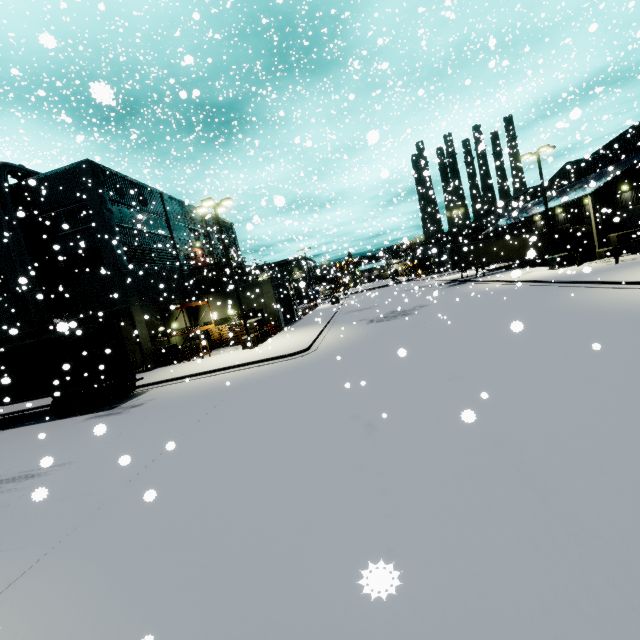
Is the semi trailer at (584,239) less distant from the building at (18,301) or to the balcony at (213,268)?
the building at (18,301)

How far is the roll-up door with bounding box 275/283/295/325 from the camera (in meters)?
31.46

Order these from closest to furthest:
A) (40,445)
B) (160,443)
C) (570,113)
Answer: (570,113) < (160,443) < (40,445)

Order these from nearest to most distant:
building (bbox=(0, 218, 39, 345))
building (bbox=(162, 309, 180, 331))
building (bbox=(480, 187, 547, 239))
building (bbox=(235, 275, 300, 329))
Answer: building (bbox=(0, 218, 39, 345)) → building (bbox=(162, 309, 180, 331)) → building (bbox=(235, 275, 300, 329)) → building (bbox=(480, 187, 547, 239))

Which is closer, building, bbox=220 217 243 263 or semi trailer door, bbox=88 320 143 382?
semi trailer door, bbox=88 320 143 382

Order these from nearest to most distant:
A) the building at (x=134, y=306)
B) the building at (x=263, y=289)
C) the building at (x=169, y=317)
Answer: the building at (x=134, y=306) → the building at (x=169, y=317) → the building at (x=263, y=289)

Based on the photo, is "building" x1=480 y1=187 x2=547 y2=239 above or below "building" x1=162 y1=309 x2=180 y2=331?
above
